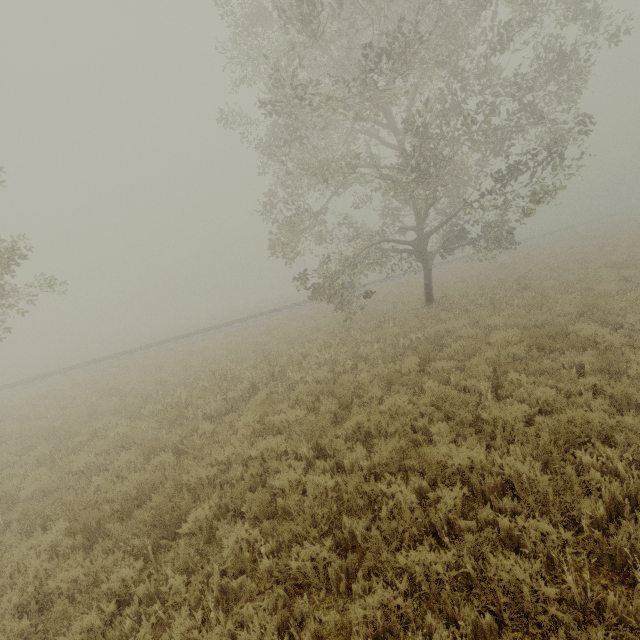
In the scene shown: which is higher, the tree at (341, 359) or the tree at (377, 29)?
the tree at (377, 29)

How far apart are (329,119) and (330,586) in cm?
1814

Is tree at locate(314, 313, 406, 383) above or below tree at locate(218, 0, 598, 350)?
below

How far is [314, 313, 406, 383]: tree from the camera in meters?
9.9 m

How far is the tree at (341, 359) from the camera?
9.9m
